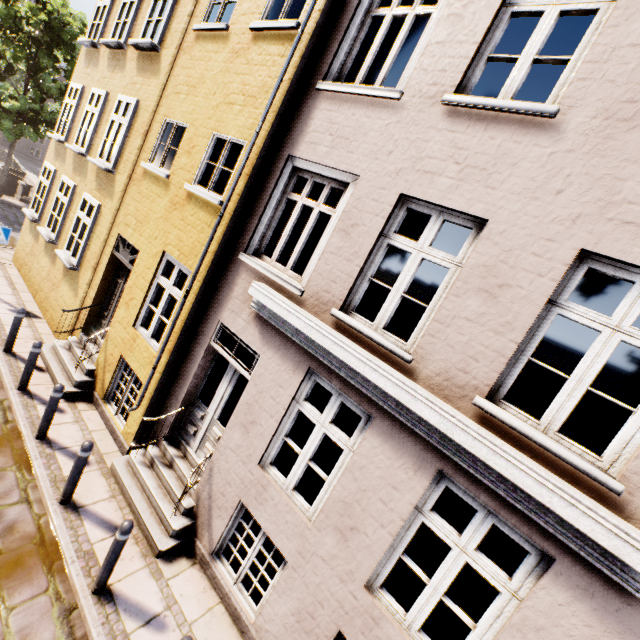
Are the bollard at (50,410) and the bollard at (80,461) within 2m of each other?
yes

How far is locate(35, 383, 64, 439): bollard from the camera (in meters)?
5.55

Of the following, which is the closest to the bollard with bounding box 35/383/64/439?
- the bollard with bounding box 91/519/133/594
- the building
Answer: the building

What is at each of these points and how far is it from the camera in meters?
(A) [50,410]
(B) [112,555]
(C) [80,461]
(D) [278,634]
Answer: (A) bollard, 5.6 m
(B) bollard, 4.0 m
(C) bollard, 4.8 m
(D) building, 4.2 m

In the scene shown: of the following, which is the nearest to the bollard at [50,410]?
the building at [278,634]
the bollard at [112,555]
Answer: the building at [278,634]

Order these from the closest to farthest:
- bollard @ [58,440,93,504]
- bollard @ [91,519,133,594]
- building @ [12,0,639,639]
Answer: building @ [12,0,639,639] < bollard @ [91,519,133,594] < bollard @ [58,440,93,504]

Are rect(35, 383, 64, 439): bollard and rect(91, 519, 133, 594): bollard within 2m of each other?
no
